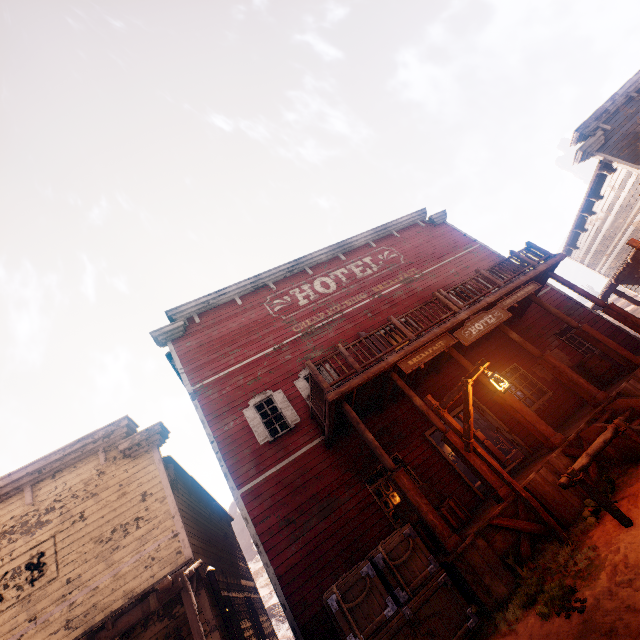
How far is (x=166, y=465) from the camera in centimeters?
989cm

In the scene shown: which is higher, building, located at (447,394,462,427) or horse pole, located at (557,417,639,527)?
building, located at (447,394,462,427)

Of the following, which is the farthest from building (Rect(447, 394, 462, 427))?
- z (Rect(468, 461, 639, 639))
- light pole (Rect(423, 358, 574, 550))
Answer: light pole (Rect(423, 358, 574, 550))

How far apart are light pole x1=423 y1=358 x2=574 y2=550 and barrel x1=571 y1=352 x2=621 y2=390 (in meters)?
7.04

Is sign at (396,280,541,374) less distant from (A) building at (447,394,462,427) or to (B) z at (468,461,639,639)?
(A) building at (447,394,462,427)

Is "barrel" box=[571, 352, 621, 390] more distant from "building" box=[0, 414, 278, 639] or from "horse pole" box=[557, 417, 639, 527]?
"horse pole" box=[557, 417, 639, 527]

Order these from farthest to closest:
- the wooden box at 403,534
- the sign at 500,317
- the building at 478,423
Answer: the building at 478,423, the sign at 500,317, the wooden box at 403,534

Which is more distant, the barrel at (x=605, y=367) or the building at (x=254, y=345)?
the barrel at (x=605, y=367)
